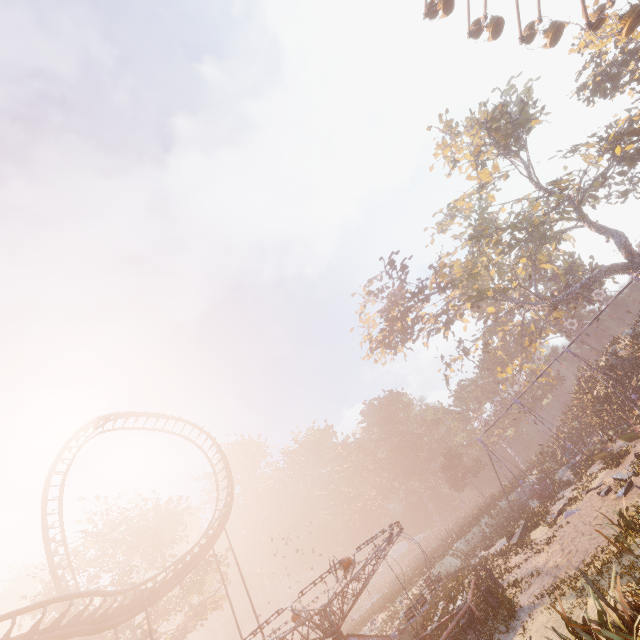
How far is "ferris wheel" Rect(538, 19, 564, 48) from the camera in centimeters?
2512cm

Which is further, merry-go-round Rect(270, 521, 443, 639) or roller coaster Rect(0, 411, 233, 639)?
roller coaster Rect(0, 411, 233, 639)

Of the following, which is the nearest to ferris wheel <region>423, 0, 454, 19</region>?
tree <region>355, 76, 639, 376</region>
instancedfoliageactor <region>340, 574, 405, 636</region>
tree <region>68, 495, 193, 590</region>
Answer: tree <region>355, 76, 639, 376</region>

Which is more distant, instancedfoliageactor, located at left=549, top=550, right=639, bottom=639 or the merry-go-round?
the merry-go-round

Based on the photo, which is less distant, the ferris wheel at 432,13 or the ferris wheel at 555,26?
the ferris wheel at 555,26

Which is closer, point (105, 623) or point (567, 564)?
point (567, 564)

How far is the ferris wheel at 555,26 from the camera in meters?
25.1 m

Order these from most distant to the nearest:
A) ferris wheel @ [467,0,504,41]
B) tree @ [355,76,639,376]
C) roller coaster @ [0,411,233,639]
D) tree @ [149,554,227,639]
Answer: tree @ [355,76,639,376] → ferris wheel @ [467,0,504,41] → tree @ [149,554,227,639] → roller coaster @ [0,411,233,639]
